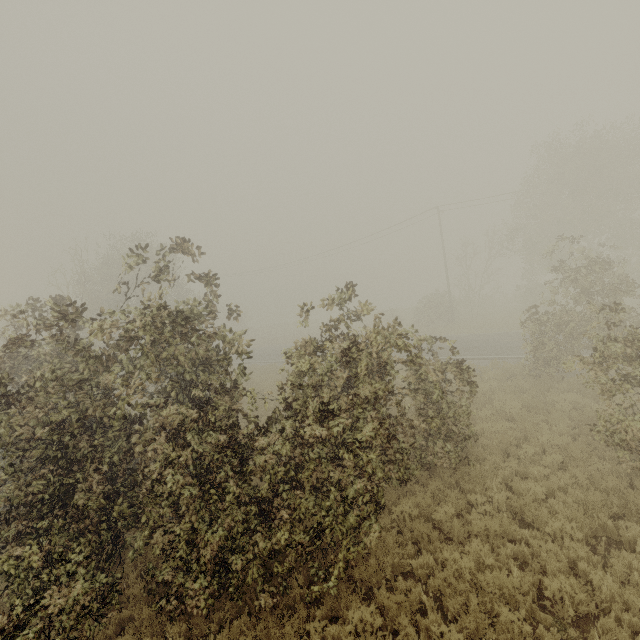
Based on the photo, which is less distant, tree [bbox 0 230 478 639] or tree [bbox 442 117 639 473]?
tree [bbox 0 230 478 639]

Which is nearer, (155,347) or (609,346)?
(155,347)

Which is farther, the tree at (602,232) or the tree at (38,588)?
the tree at (602,232)
